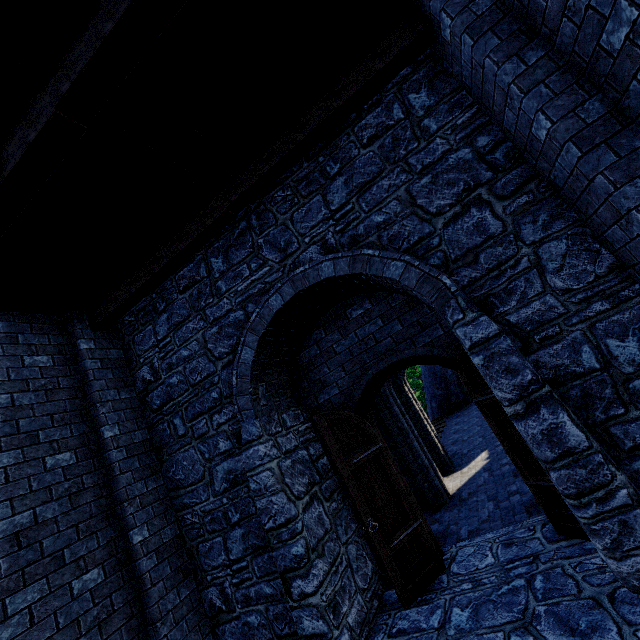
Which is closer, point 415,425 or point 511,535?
point 511,535

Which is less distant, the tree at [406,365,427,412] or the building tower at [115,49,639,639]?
the building tower at [115,49,639,639]

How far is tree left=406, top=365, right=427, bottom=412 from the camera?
28.19m

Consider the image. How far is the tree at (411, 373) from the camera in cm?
2819

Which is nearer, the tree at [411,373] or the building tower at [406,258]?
the building tower at [406,258]
